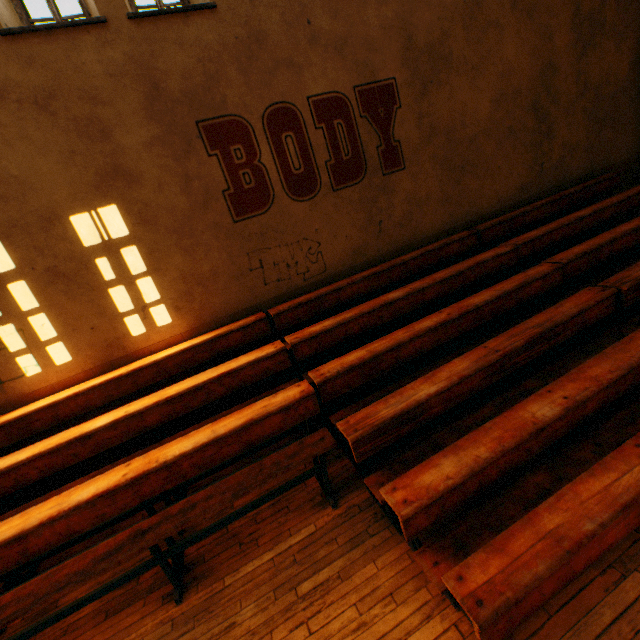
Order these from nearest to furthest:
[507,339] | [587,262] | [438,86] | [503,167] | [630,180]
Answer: [507,339]
[587,262]
[438,86]
[503,167]
[630,180]
